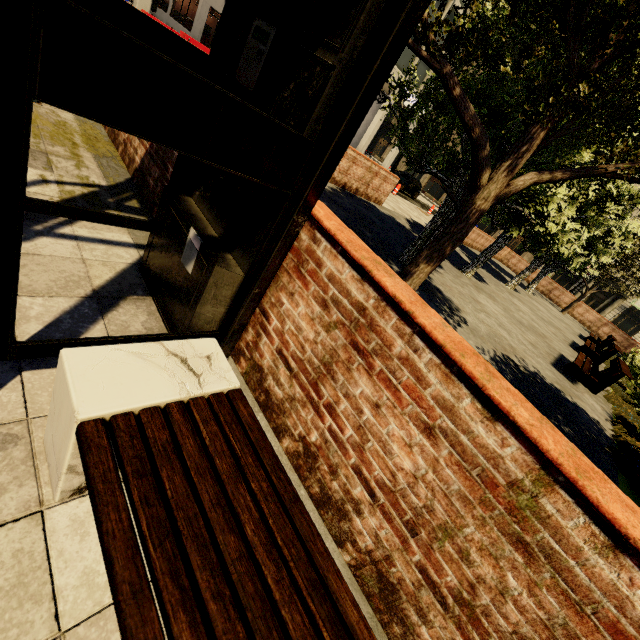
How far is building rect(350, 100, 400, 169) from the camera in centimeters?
2989cm

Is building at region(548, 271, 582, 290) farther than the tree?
Yes

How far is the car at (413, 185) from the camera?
25.7m

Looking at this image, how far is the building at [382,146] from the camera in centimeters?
2989cm

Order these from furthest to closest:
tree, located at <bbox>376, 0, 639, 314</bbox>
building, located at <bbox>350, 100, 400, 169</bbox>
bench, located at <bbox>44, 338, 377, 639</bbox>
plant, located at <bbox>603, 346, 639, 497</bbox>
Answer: building, located at <bbox>350, 100, 400, 169</bbox>, plant, located at <bbox>603, 346, 639, 497</bbox>, tree, located at <bbox>376, 0, 639, 314</bbox>, bench, located at <bbox>44, 338, 377, 639</bbox>

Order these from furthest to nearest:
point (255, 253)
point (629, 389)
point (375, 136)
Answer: point (375, 136) < point (629, 389) < point (255, 253)

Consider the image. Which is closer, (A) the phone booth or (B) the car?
(A) the phone booth
